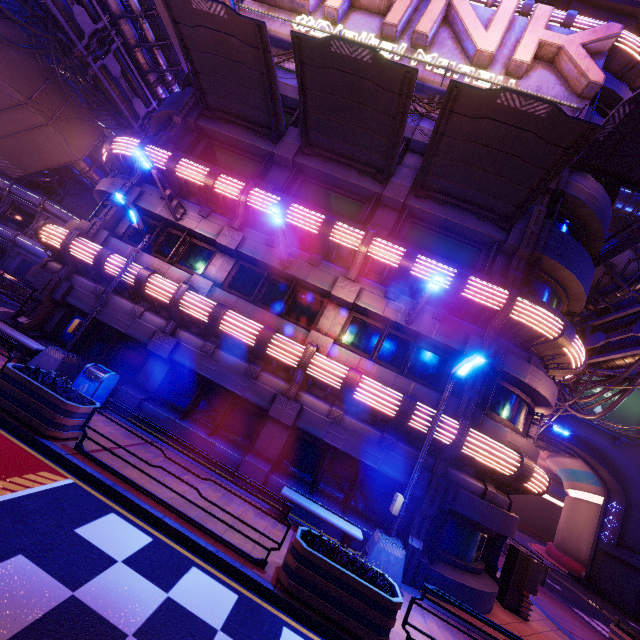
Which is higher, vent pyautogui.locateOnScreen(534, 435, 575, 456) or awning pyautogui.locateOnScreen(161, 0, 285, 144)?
awning pyautogui.locateOnScreen(161, 0, 285, 144)

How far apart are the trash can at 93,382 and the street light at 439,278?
9.69m

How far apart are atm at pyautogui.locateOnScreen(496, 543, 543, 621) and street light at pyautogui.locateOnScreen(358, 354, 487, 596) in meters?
5.9

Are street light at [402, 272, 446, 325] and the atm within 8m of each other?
no

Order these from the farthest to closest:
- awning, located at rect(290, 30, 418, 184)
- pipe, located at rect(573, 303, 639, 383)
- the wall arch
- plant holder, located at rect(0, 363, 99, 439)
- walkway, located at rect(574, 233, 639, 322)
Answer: the wall arch → walkway, located at rect(574, 233, 639, 322) → pipe, located at rect(573, 303, 639, 383) → awning, located at rect(290, 30, 418, 184) → plant holder, located at rect(0, 363, 99, 439)

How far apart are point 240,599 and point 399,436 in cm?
642

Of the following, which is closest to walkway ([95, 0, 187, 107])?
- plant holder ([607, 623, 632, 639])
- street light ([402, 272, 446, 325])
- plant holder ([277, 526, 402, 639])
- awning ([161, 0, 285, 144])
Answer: awning ([161, 0, 285, 144])

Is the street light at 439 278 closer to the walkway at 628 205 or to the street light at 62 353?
the street light at 62 353
